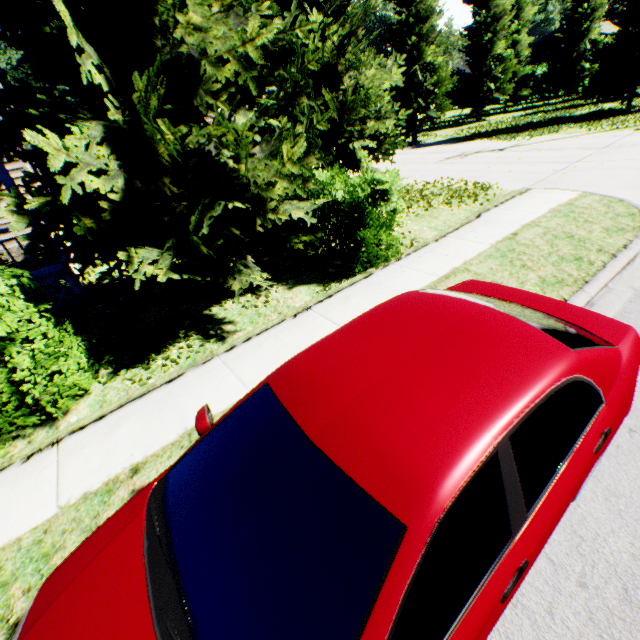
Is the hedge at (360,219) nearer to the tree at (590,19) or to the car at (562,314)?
the tree at (590,19)

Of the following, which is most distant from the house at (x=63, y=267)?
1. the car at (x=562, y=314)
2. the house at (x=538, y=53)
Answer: the house at (x=538, y=53)

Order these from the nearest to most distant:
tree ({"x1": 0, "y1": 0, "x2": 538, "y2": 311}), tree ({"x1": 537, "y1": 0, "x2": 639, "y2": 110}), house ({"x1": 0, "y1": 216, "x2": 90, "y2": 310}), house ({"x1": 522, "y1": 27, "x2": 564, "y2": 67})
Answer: tree ({"x1": 0, "y1": 0, "x2": 538, "y2": 311}) < house ({"x1": 0, "y1": 216, "x2": 90, "y2": 310}) < tree ({"x1": 537, "y1": 0, "x2": 639, "y2": 110}) < house ({"x1": 522, "y1": 27, "x2": 564, "y2": 67})

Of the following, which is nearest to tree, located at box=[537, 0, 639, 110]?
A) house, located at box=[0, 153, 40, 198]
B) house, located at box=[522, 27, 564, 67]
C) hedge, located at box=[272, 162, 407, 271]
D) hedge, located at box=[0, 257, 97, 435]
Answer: hedge, located at box=[272, 162, 407, 271]

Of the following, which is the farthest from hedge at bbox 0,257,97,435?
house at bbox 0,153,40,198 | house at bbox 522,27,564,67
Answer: house at bbox 522,27,564,67

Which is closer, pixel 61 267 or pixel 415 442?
pixel 415 442

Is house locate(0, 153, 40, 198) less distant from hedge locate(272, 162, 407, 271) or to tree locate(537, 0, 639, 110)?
tree locate(537, 0, 639, 110)

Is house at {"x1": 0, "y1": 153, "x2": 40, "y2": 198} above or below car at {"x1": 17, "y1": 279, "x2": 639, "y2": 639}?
above
